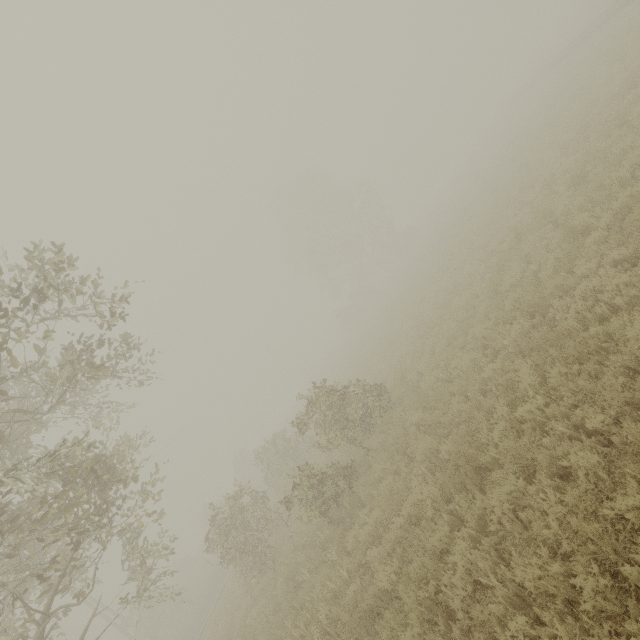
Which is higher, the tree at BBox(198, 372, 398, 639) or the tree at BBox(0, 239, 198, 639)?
the tree at BBox(0, 239, 198, 639)

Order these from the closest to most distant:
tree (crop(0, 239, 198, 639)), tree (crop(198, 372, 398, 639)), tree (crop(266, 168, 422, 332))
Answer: tree (crop(0, 239, 198, 639)), tree (crop(198, 372, 398, 639)), tree (crop(266, 168, 422, 332))

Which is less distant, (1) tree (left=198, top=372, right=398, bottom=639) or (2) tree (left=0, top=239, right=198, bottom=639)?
(2) tree (left=0, top=239, right=198, bottom=639)

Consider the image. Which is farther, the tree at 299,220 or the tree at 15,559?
the tree at 299,220

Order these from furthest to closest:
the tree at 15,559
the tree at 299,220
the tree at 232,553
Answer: the tree at 299,220
the tree at 232,553
the tree at 15,559

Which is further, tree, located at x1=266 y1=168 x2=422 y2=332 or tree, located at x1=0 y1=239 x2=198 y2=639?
tree, located at x1=266 y1=168 x2=422 y2=332

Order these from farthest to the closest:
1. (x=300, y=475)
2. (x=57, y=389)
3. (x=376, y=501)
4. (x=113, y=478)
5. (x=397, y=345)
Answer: (x=397, y=345) < (x=57, y=389) < (x=300, y=475) < (x=376, y=501) < (x=113, y=478)
